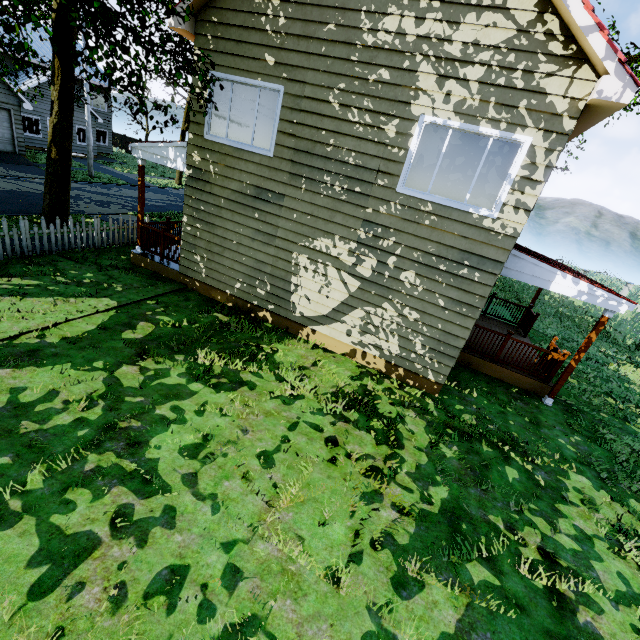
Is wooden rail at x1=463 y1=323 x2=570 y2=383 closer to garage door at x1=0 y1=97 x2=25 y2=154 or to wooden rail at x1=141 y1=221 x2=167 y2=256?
wooden rail at x1=141 y1=221 x2=167 y2=256

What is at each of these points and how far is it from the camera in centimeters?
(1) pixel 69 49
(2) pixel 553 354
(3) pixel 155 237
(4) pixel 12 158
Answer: (1) tree, 1016cm
(2) wooden rail, 874cm
(3) wooden rail, 1055cm
(4) garage entrance, 1964cm

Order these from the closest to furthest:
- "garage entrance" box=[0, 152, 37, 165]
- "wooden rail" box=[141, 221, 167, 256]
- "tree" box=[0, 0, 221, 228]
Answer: "tree" box=[0, 0, 221, 228], "wooden rail" box=[141, 221, 167, 256], "garage entrance" box=[0, 152, 37, 165]

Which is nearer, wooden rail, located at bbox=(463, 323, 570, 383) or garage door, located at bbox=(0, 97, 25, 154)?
wooden rail, located at bbox=(463, 323, 570, 383)

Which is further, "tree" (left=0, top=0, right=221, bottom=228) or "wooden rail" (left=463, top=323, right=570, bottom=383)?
"wooden rail" (left=463, top=323, right=570, bottom=383)

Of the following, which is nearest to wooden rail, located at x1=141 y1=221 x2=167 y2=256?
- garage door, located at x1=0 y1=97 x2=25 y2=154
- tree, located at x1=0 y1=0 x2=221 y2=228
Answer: tree, located at x1=0 y1=0 x2=221 y2=228

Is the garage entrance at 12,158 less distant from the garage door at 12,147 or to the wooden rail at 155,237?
the garage door at 12,147
